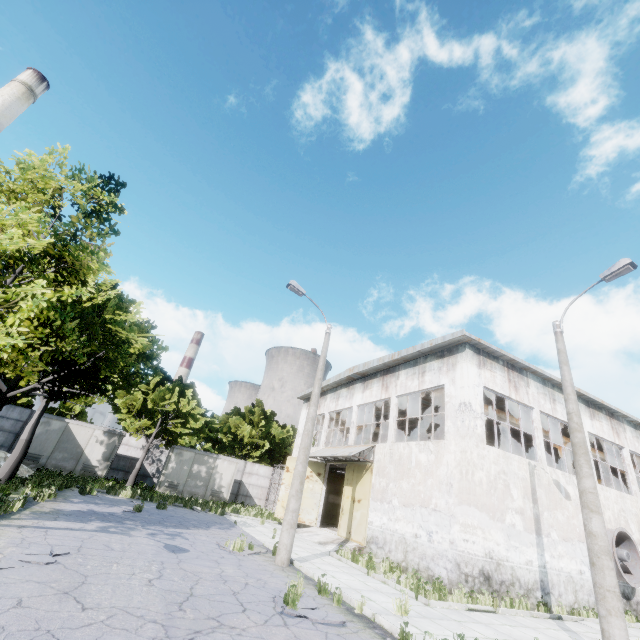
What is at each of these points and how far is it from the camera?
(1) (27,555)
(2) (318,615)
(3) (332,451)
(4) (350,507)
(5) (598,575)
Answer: (1) asphalt debris, 6.4m
(2) asphalt debris, 6.5m
(3) awning, 20.6m
(4) door, 18.4m
(5) lamp post, 7.8m

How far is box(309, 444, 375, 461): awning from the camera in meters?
18.0

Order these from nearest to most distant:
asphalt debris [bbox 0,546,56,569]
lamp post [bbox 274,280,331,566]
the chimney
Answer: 1. asphalt debris [bbox 0,546,56,569]
2. lamp post [bbox 274,280,331,566]
3. the chimney

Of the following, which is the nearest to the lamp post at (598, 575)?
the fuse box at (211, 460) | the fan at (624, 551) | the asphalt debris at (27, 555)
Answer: the fan at (624, 551)

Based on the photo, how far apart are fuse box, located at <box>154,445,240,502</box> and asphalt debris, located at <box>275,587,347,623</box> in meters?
19.8 m

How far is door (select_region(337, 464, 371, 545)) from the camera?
17.1m

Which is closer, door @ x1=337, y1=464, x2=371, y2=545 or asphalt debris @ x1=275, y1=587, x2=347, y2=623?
asphalt debris @ x1=275, y1=587, x2=347, y2=623

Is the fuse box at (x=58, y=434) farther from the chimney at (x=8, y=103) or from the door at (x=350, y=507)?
the door at (x=350, y=507)
